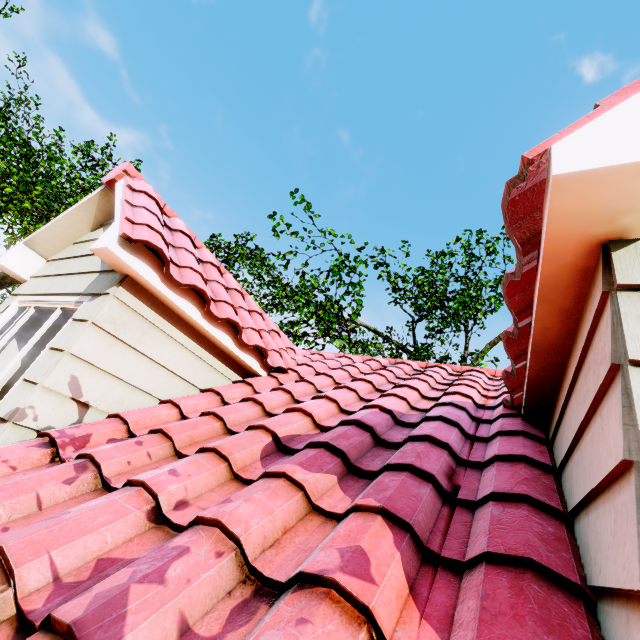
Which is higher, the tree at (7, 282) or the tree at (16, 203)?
the tree at (16, 203)

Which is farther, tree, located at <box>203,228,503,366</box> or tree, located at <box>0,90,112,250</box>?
tree, located at <box>203,228,503,366</box>

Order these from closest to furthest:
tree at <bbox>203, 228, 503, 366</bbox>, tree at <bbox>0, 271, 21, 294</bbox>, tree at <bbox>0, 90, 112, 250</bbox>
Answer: tree at <bbox>0, 90, 112, 250</bbox>
tree at <bbox>0, 271, 21, 294</bbox>
tree at <bbox>203, 228, 503, 366</bbox>

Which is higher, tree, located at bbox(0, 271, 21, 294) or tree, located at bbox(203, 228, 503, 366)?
tree, located at bbox(203, 228, 503, 366)

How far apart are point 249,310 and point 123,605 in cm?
380

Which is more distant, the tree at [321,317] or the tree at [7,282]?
the tree at [321,317]
